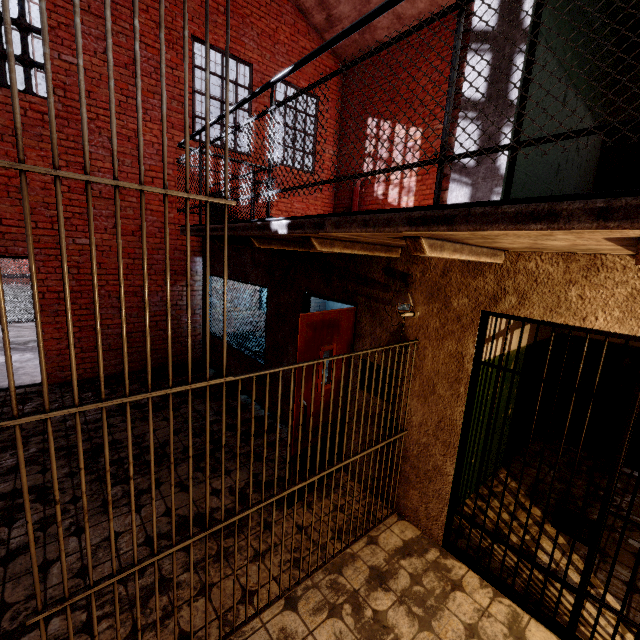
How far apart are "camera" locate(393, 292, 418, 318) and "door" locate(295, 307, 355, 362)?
0.5 meters

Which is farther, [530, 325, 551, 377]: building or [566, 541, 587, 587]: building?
[530, 325, 551, 377]: building

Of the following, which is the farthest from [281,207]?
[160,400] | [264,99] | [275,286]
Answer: [160,400]

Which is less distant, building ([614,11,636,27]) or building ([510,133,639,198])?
building ([510,133,639,198])

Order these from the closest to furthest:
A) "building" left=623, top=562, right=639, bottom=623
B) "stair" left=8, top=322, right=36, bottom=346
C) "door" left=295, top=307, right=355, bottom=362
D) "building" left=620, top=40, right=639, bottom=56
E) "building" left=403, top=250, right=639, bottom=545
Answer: "building" left=403, top=250, right=639, bottom=545
"building" left=623, top=562, right=639, bottom=623
"door" left=295, top=307, right=355, bottom=362
"building" left=620, top=40, right=639, bottom=56
"stair" left=8, top=322, right=36, bottom=346

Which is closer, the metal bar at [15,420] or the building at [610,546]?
the metal bar at [15,420]

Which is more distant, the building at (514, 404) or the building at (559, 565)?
the building at (514, 404)
